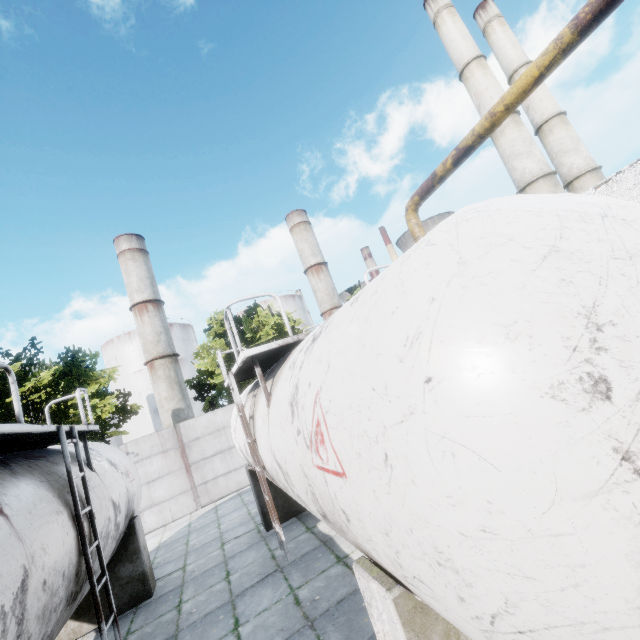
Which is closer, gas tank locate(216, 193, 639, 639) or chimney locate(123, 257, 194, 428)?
gas tank locate(216, 193, 639, 639)

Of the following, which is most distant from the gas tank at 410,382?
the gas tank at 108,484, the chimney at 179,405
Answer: the chimney at 179,405

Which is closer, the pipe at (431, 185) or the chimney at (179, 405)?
the pipe at (431, 185)

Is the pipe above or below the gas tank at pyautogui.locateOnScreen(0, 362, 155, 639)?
above

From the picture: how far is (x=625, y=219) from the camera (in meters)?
1.64

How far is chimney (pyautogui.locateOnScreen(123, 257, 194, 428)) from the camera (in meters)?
55.22

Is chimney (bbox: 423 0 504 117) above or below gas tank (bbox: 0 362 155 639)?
above

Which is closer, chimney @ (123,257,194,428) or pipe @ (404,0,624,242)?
pipe @ (404,0,624,242)
